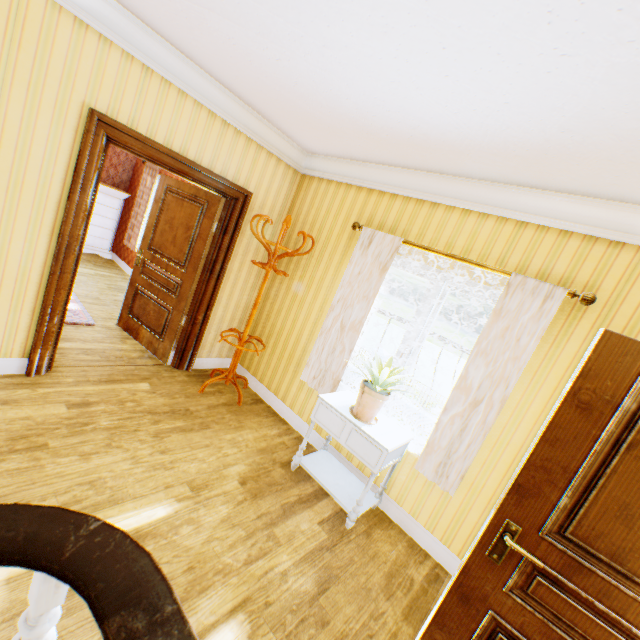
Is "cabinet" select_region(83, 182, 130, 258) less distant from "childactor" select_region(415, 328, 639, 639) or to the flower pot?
the flower pot

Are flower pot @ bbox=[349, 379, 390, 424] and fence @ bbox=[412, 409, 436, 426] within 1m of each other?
no

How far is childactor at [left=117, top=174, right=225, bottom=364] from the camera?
3.9 meters

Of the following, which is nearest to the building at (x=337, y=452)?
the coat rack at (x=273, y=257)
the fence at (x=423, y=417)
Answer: the coat rack at (x=273, y=257)

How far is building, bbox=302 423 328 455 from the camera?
3.65m

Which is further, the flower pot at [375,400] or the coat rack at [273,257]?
the coat rack at [273,257]

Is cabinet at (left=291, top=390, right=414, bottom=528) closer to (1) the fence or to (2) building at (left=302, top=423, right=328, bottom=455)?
(2) building at (left=302, top=423, right=328, bottom=455)

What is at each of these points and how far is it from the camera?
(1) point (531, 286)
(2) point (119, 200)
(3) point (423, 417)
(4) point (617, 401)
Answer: (1) building, 2.50m
(2) cabinet, 7.20m
(3) fence, 16.91m
(4) childactor, 1.45m
